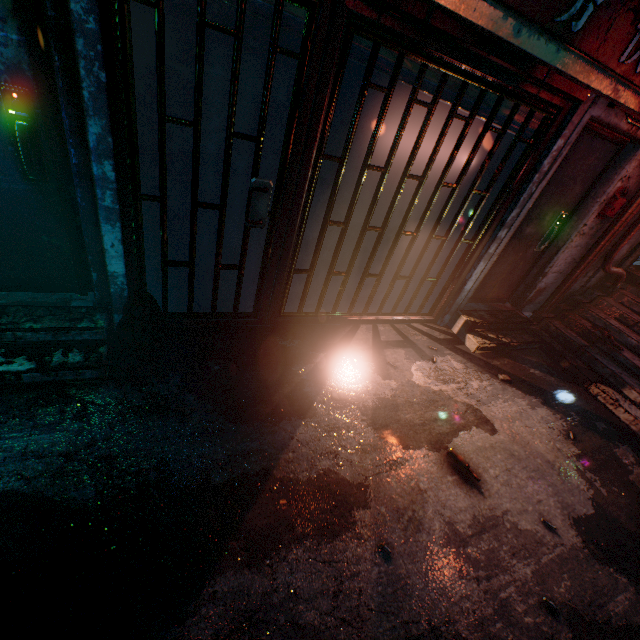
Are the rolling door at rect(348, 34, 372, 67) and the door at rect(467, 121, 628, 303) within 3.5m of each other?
yes

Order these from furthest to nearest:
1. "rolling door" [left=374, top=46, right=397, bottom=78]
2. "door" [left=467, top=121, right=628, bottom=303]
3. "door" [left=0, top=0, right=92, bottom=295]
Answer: "door" [left=467, top=121, right=628, bottom=303] → "rolling door" [left=374, top=46, right=397, bottom=78] → "door" [left=0, top=0, right=92, bottom=295]

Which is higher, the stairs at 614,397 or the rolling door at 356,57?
the rolling door at 356,57

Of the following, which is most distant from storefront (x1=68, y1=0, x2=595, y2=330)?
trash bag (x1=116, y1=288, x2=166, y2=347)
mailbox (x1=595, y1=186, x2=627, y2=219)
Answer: mailbox (x1=595, y1=186, x2=627, y2=219)

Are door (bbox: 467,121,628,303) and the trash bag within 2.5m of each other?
no

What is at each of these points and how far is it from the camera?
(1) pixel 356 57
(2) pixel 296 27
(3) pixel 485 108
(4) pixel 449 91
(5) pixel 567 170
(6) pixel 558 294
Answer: (1) rolling door, 2.0m
(2) rolling door, 1.8m
(3) rolling door, 2.5m
(4) rolling door, 2.3m
(5) door, 3.3m
(6) pipe, 4.3m

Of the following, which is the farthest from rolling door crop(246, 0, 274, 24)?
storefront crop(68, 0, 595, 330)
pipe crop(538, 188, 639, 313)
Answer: pipe crop(538, 188, 639, 313)

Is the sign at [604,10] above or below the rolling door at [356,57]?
above
